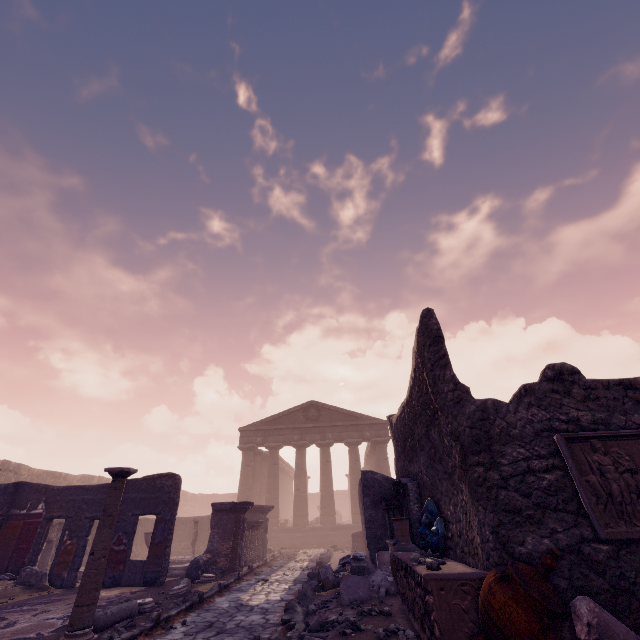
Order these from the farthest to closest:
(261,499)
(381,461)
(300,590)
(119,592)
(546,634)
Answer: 1. (261,499)
2. (381,461)
3. (119,592)
4. (300,590)
5. (546,634)

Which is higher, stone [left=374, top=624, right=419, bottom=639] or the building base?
the building base

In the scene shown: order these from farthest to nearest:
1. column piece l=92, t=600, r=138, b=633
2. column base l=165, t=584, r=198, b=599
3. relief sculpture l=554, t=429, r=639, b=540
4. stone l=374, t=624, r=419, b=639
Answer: column base l=165, t=584, r=198, b=599 < column piece l=92, t=600, r=138, b=633 < stone l=374, t=624, r=419, b=639 < relief sculpture l=554, t=429, r=639, b=540

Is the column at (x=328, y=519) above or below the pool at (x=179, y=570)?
above

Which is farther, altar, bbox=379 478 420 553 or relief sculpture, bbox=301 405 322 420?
relief sculpture, bbox=301 405 322 420

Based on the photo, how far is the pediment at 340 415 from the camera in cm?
2458

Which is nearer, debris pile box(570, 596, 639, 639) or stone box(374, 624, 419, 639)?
debris pile box(570, 596, 639, 639)

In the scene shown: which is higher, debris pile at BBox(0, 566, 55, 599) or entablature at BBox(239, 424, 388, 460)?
entablature at BBox(239, 424, 388, 460)
